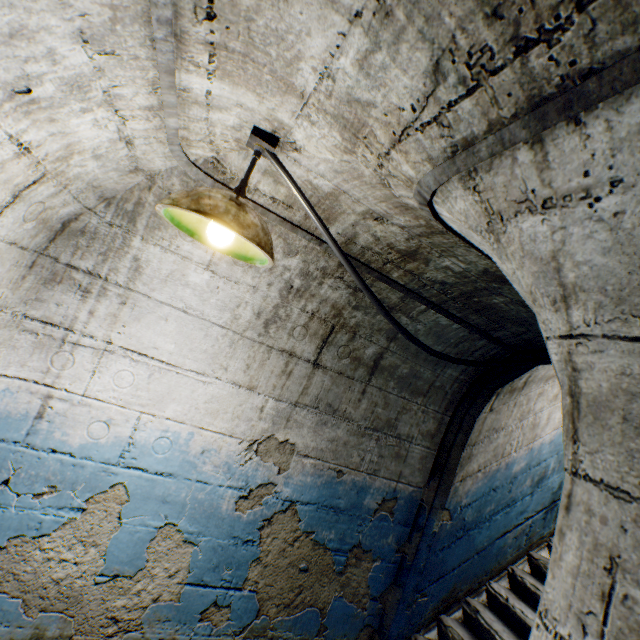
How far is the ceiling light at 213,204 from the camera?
1.1 meters

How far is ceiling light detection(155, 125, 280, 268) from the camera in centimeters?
108cm

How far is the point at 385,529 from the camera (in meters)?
2.70
